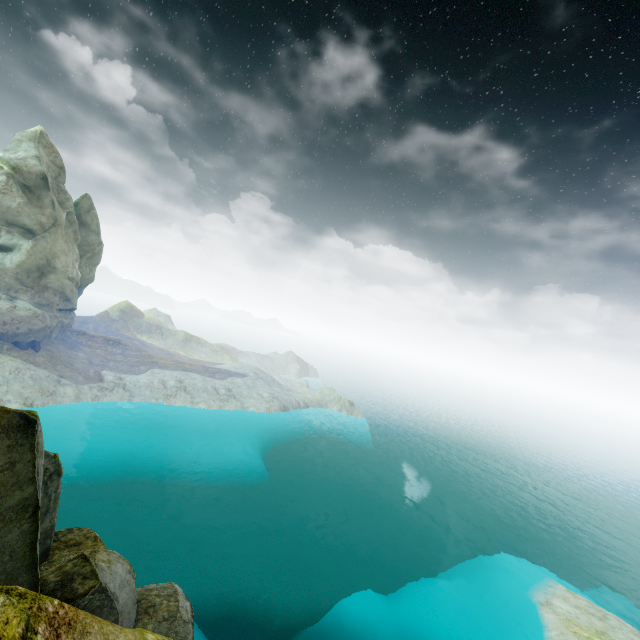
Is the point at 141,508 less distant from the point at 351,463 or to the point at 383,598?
the point at 383,598
